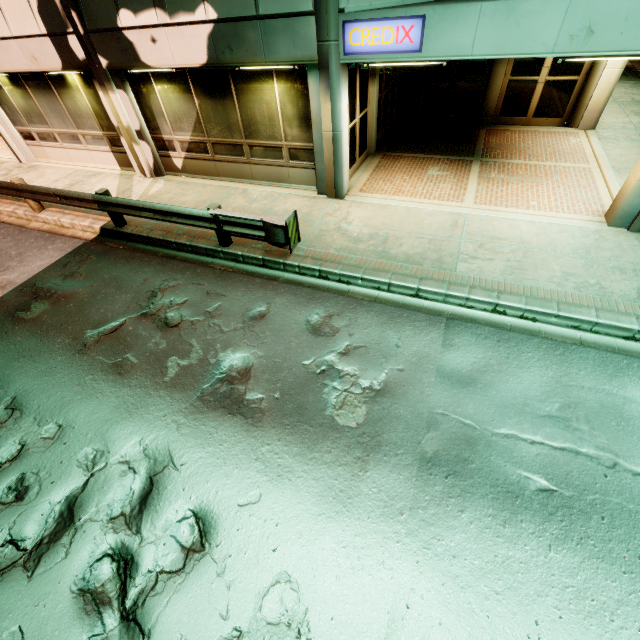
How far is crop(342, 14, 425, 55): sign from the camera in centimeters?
593cm

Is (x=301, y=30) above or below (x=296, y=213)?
above

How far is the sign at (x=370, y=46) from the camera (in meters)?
5.93
